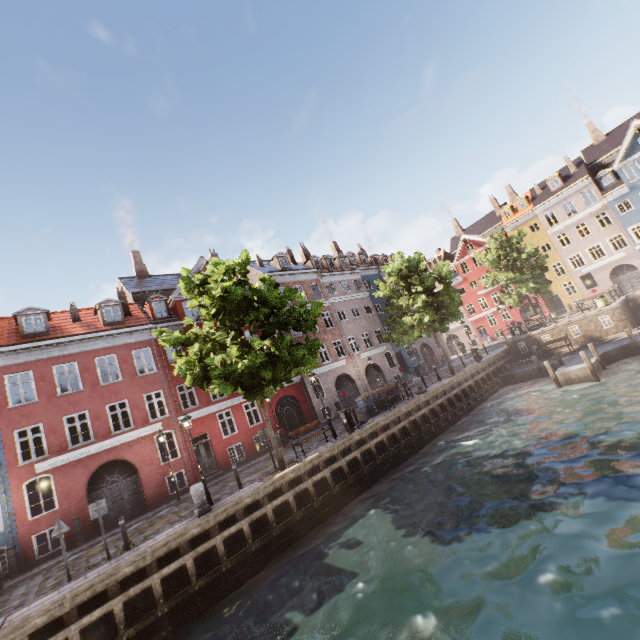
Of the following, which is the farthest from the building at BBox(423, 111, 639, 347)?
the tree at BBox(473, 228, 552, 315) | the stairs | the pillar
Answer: the stairs

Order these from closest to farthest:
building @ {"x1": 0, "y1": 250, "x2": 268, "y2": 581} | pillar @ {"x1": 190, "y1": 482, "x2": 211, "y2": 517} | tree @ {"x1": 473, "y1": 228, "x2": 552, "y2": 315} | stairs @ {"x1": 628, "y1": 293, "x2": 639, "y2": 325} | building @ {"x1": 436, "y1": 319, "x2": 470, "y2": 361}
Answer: pillar @ {"x1": 190, "y1": 482, "x2": 211, "y2": 517} < building @ {"x1": 0, "y1": 250, "x2": 268, "y2": 581} < stairs @ {"x1": 628, "y1": 293, "x2": 639, "y2": 325} < tree @ {"x1": 473, "y1": 228, "x2": 552, "y2": 315} < building @ {"x1": 436, "y1": 319, "x2": 470, "y2": 361}

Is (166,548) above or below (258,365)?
below

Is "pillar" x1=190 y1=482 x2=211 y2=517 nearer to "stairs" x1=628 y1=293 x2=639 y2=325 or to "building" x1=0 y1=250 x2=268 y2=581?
"building" x1=0 y1=250 x2=268 y2=581

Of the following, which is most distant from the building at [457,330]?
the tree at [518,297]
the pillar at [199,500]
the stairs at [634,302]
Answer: the stairs at [634,302]

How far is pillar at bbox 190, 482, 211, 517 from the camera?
11.97m

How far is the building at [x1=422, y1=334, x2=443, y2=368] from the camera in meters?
38.6

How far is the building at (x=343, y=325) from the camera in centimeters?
2908cm
